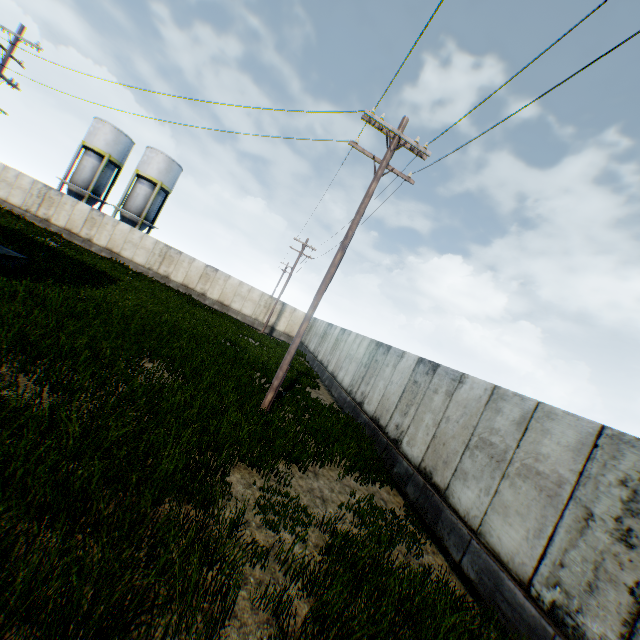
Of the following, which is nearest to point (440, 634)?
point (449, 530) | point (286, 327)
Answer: point (449, 530)
